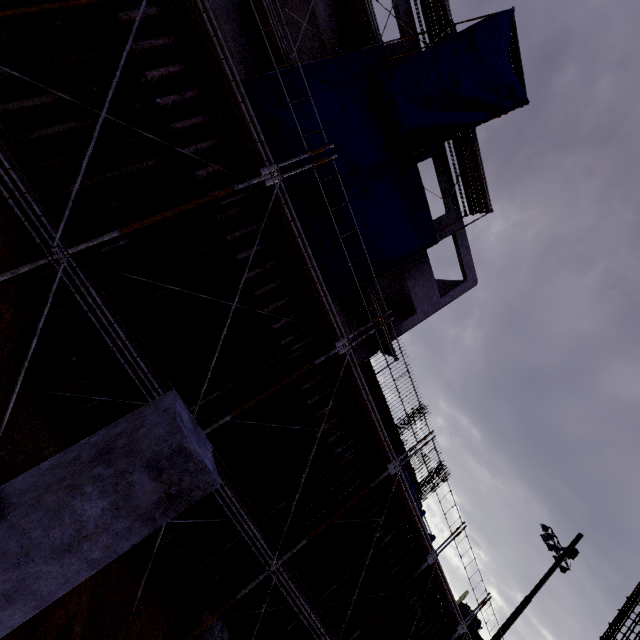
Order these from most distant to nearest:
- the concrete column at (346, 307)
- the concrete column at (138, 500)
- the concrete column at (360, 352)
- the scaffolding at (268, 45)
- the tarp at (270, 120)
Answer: the concrete column at (360, 352), the concrete column at (346, 307), the tarp at (270, 120), the scaffolding at (268, 45), the concrete column at (138, 500)

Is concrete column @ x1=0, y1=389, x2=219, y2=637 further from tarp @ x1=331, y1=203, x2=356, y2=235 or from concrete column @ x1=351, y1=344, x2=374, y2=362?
concrete column @ x1=351, y1=344, x2=374, y2=362

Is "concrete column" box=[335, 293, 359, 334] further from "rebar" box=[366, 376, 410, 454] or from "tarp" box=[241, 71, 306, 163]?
"tarp" box=[241, 71, 306, 163]

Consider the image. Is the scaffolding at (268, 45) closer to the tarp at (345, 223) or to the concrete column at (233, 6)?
the tarp at (345, 223)

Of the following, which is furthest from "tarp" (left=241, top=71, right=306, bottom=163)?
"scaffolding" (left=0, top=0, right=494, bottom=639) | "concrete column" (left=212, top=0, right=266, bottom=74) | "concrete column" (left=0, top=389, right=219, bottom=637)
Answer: "concrete column" (left=0, top=389, right=219, bottom=637)

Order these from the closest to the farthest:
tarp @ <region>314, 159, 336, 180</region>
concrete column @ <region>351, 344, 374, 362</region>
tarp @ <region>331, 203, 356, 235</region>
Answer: tarp @ <region>314, 159, 336, 180</region> < tarp @ <region>331, 203, 356, 235</region> < concrete column @ <region>351, 344, 374, 362</region>

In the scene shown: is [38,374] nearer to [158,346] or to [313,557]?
[158,346]

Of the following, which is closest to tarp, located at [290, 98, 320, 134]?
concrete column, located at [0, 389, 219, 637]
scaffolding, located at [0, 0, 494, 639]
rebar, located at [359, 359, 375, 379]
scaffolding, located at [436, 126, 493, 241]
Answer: scaffolding, located at [436, 126, 493, 241]
